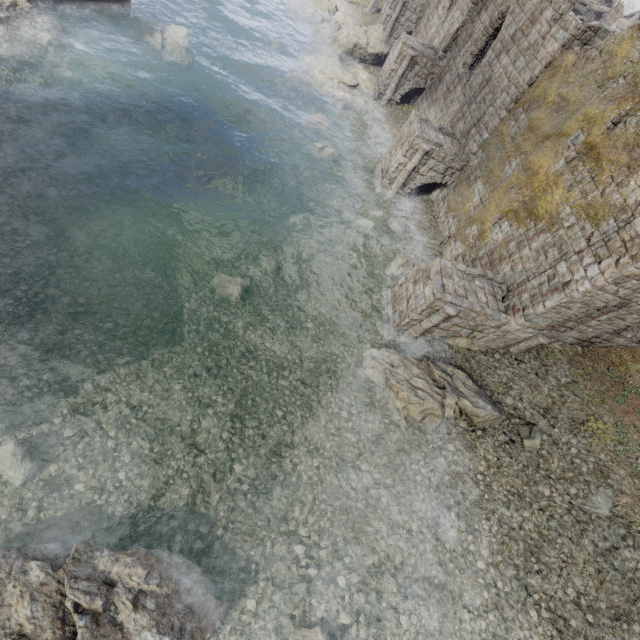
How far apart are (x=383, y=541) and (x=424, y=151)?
16.4m

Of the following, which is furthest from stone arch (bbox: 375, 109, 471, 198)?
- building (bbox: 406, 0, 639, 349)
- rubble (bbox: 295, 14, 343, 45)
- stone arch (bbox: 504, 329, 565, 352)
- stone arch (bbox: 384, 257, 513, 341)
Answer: rubble (bbox: 295, 14, 343, 45)

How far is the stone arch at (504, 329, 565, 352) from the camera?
12.4 meters

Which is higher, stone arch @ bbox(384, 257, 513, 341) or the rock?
stone arch @ bbox(384, 257, 513, 341)

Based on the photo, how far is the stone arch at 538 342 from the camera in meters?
12.4 m

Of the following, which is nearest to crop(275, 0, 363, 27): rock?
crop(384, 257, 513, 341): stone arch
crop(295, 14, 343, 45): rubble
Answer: crop(295, 14, 343, 45): rubble

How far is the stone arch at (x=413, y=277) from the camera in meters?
11.2 m

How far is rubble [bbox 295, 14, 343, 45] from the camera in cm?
2616
